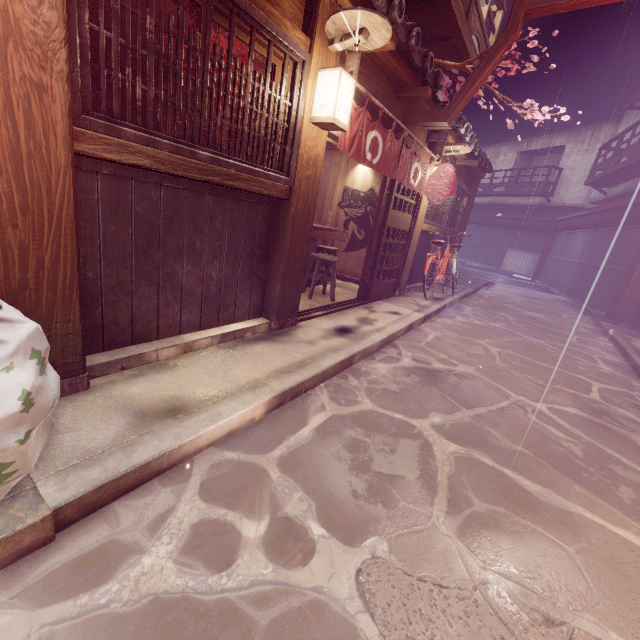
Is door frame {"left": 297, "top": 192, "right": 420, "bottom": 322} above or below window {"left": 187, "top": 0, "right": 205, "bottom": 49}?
below

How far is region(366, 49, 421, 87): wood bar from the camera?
6.83m

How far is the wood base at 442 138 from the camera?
10.6m

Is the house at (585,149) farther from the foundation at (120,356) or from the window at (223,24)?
the window at (223,24)

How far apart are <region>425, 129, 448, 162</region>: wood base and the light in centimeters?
625cm

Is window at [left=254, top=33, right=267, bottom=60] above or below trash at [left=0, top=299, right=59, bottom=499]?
above

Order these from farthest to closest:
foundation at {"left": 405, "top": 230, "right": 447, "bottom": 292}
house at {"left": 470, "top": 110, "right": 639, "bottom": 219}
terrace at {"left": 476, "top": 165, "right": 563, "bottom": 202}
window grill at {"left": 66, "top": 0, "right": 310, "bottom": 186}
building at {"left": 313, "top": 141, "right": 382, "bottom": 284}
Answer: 1. terrace at {"left": 476, "top": 165, "right": 563, "bottom": 202}
2. house at {"left": 470, "top": 110, "right": 639, "bottom": 219}
3. foundation at {"left": 405, "top": 230, "right": 447, "bottom": 292}
4. building at {"left": 313, "top": 141, "right": 382, "bottom": 284}
5. window grill at {"left": 66, "top": 0, "right": 310, "bottom": 186}

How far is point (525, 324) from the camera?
13.5m
